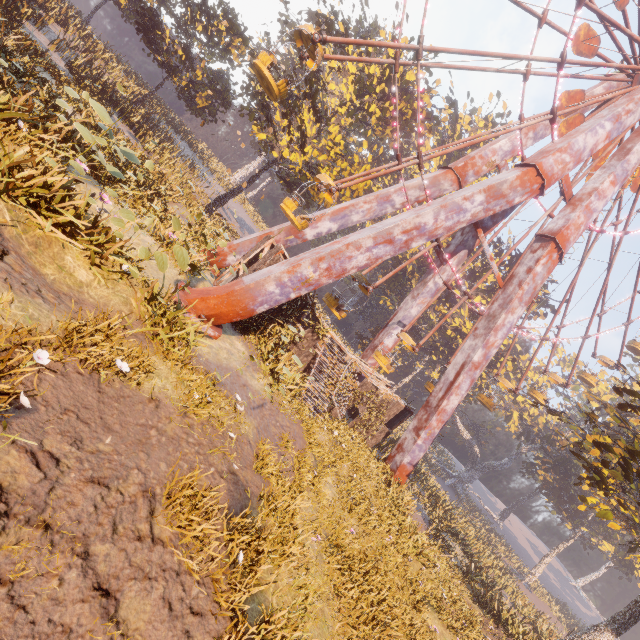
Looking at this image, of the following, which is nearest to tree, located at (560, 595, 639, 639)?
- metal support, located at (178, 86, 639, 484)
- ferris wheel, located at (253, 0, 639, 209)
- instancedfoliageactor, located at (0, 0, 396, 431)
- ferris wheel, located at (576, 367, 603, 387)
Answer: metal support, located at (178, 86, 639, 484)

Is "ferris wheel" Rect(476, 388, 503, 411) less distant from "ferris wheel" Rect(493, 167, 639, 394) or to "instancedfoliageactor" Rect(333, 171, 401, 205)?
"ferris wheel" Rect(493, 167, 639, 394)

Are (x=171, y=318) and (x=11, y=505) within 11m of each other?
yes

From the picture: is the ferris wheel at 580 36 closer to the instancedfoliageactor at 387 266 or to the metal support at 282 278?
the metal support at 282 278

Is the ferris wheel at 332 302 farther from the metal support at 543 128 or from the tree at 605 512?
the tree at 605 512

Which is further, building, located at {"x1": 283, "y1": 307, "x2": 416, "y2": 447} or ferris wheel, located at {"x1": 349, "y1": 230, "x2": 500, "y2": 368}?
ferris wheel, located at {"x1": 349, "y1": 230, "x2": 500, "y2": 368}

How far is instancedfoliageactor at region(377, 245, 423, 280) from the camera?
45.1m

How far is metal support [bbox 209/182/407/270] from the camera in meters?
19.0 m
